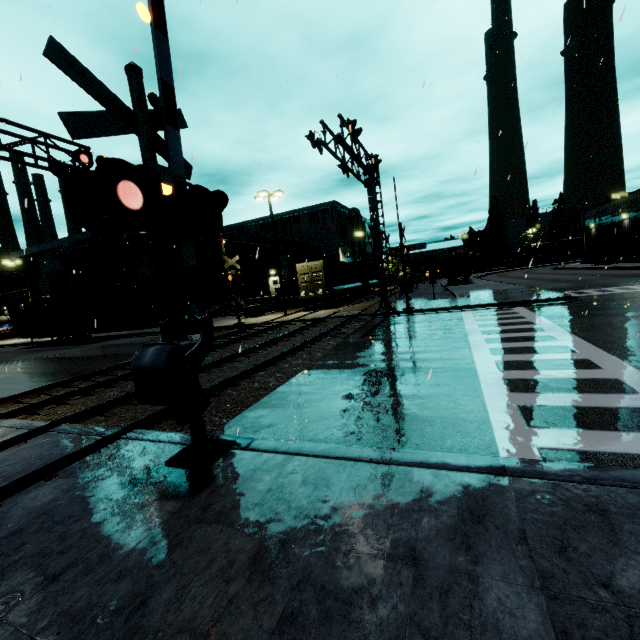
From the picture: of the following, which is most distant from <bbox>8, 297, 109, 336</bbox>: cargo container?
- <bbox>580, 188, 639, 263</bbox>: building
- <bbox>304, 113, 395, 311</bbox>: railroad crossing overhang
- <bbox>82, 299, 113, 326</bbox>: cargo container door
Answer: <bbox>304, 113, 395, 311</bbox>: railroad crossing overhang

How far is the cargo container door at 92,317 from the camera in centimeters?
2591cm

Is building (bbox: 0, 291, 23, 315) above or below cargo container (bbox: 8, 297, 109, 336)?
above

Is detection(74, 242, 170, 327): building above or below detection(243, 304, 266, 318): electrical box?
above

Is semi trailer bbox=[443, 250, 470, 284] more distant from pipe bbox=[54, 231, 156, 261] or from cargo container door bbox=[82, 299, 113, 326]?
cargo container door bbox=[82, 299, 113, 326]

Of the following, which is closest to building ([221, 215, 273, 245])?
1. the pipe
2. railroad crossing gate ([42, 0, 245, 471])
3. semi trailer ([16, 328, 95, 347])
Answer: the pipe

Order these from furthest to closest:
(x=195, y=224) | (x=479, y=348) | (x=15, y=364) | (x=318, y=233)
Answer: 1. (x=318, y=233)
2. (x=15, y=364)
3. (x=479, y=348)
4. (x=195, y=224)

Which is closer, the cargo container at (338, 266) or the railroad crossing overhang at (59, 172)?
the railroad crossing overhang at (59, 172)
